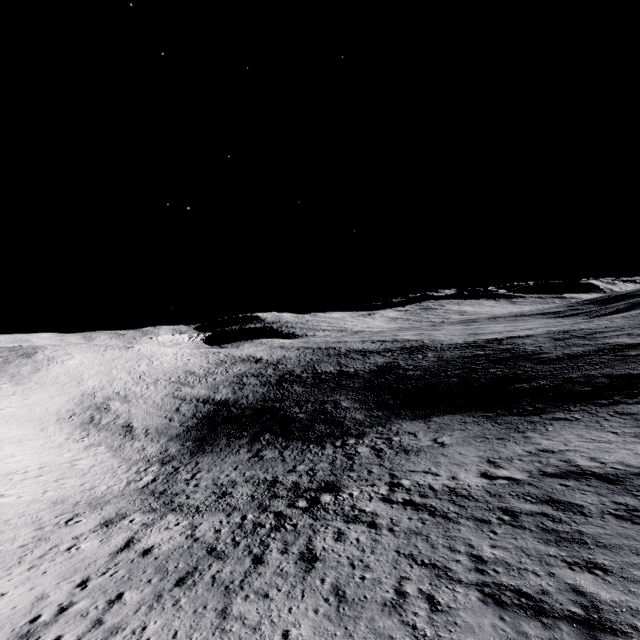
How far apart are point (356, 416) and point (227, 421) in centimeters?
2211cm
